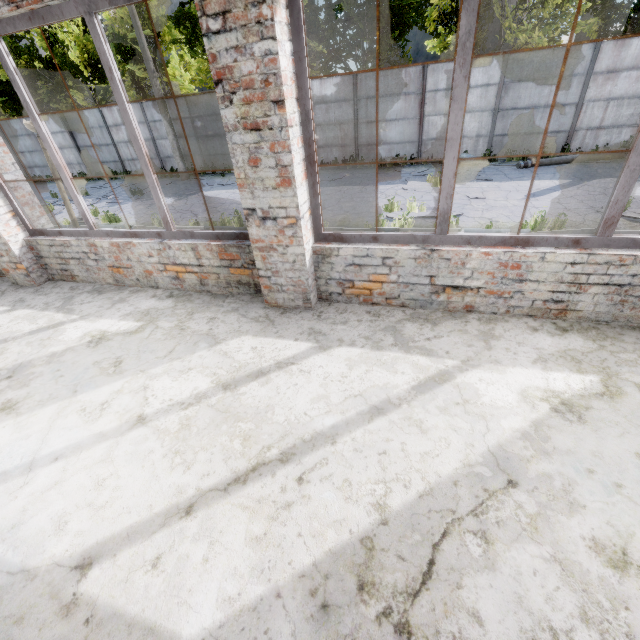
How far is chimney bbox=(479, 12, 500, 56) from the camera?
56.5 meters

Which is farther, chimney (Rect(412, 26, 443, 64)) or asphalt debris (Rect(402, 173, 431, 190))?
chimney (Rect(412, 26, 443, 64))

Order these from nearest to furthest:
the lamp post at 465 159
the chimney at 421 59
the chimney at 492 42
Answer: the lamp post at 465 159 → the chimney at 492 42 → the chimney at 421 59

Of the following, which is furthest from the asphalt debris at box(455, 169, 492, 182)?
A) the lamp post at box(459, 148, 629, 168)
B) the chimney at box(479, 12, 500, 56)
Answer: the chimney at box(479, 12, 500, 56)

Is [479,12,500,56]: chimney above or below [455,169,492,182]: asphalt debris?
above

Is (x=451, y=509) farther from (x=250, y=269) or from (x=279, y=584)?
(x=250, y=269)

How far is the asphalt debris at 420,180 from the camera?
11.8m
